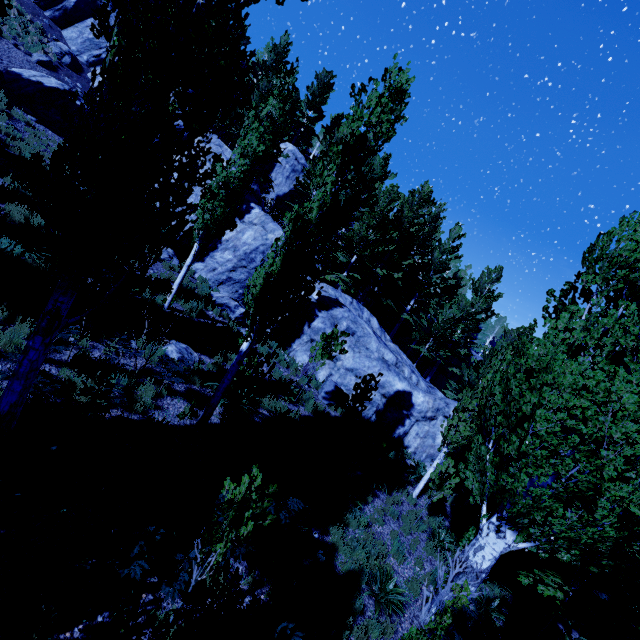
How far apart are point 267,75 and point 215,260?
27.6 meters

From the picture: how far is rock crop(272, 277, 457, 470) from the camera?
15.4 meters

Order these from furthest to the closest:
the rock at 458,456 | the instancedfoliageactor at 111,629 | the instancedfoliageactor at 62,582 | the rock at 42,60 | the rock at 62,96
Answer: the rock at 42,60, the rock at 62,96, the rock at 458,456, the instancedfoliageactor at 62,582, the instancedfoliageactor at 111,629

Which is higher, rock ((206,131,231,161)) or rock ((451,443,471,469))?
rock ((206,131,231,161))

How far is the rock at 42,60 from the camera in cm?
1689

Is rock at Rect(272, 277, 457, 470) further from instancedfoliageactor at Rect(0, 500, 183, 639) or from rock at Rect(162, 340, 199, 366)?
rock at Rect(162, 340, 199, 366)
